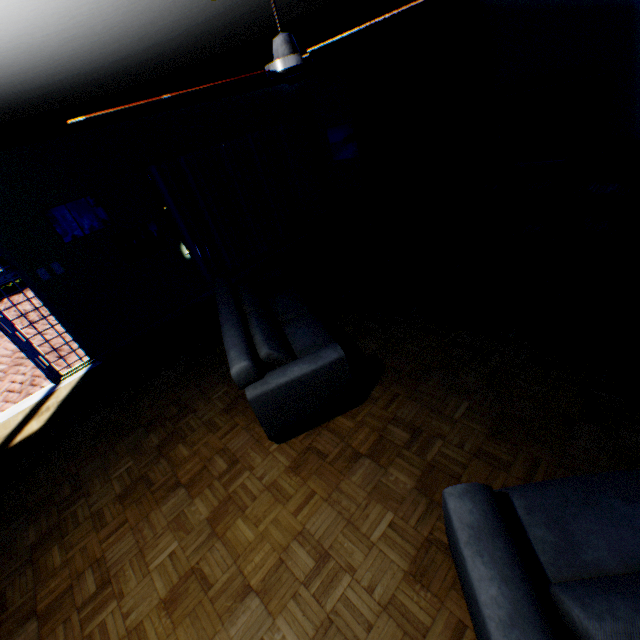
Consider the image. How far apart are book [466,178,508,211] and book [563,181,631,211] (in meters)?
0.74

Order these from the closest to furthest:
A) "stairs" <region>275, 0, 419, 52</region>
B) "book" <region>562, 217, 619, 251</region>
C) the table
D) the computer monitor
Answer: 1. "stairs" <region>275, 0, 419, 52</region>
2. the computer monitor
3. "book" <region>562, 217, 619, 251</region>
4. the table

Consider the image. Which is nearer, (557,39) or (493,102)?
(557,39)

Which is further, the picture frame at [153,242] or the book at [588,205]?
the picture frame at [153,242]

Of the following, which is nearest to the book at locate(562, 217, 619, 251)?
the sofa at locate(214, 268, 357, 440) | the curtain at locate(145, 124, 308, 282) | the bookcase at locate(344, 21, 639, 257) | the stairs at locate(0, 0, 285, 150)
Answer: the bookcase at locate(344, 21, 639, 257)

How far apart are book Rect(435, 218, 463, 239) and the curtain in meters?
3.1 m

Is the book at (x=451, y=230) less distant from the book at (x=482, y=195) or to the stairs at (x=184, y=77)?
the book at (x=482, y=195)

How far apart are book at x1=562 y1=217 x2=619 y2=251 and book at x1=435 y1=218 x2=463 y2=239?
1.4m
